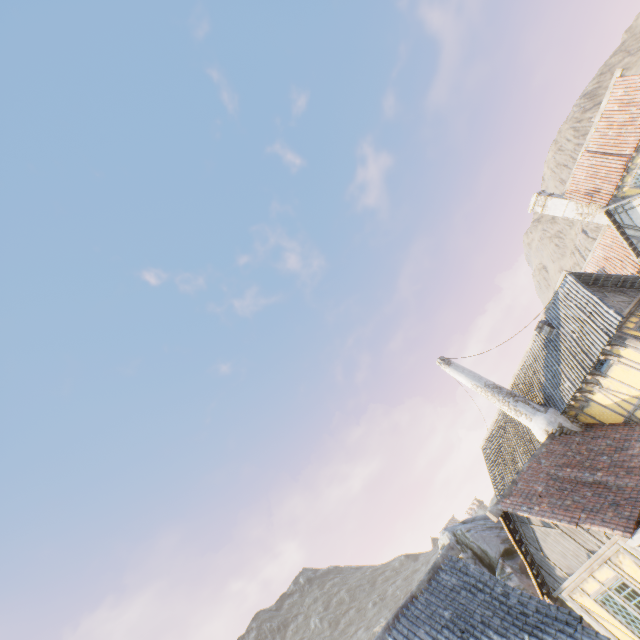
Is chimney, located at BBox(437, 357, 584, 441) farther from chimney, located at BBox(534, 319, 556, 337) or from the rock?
the rock

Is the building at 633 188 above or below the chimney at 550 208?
below

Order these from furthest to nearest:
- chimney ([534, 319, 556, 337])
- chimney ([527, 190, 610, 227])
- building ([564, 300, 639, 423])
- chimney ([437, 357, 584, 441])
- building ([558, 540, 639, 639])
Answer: chimney ([527, 190, 610, 227])
chimney ([534, 319, 556, 337])
chimney ([437, 357, 584, 441])
building ([564, 300, 639, 423])
building ([558, 540, 639, 639])

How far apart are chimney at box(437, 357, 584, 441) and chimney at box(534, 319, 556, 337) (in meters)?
3.30

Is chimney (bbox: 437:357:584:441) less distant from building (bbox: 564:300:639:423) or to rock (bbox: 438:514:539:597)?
building (bbox: 564:300:639:423)

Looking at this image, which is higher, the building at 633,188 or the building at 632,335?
the building at 633,188

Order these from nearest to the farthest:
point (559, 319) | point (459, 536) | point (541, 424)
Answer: point (541, 424)
point (559, 319)
point (459, 536)

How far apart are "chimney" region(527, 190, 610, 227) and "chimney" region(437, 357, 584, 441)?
14.4 meters
